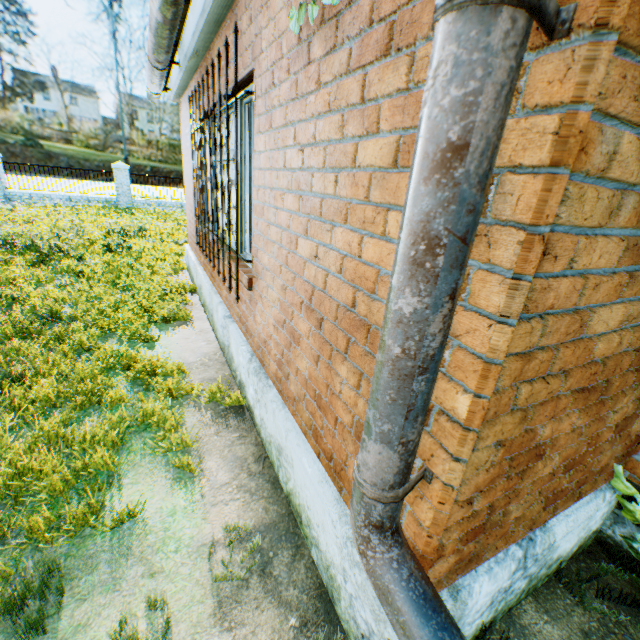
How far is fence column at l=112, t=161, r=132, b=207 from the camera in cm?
1792

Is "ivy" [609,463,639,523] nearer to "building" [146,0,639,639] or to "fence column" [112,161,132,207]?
"building" [146,0,639,639]

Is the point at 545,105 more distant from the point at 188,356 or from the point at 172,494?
the point at 188,356

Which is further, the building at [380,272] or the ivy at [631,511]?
the ivy at [631,511]

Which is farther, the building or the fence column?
the fence column

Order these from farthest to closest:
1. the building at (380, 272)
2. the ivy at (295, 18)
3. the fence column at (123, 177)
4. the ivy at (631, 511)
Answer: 1. the fence column at (123, 177)
2. the ivy at (631, 511)
3. the ivy at (295, 18)
4. the building at (380, 272)

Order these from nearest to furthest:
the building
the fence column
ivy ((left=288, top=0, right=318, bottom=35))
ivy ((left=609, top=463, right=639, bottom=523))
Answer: the building < ivy ((left=288, top=0, right=318, bottom=35)) < ivy ((left=609, top=463, right=639, bottom=523)) < the fence column

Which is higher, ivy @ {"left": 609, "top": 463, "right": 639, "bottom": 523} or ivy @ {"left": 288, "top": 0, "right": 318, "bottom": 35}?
ivy @ {"left": 288, "top": 0, "right": 318, "bottom": 35}
